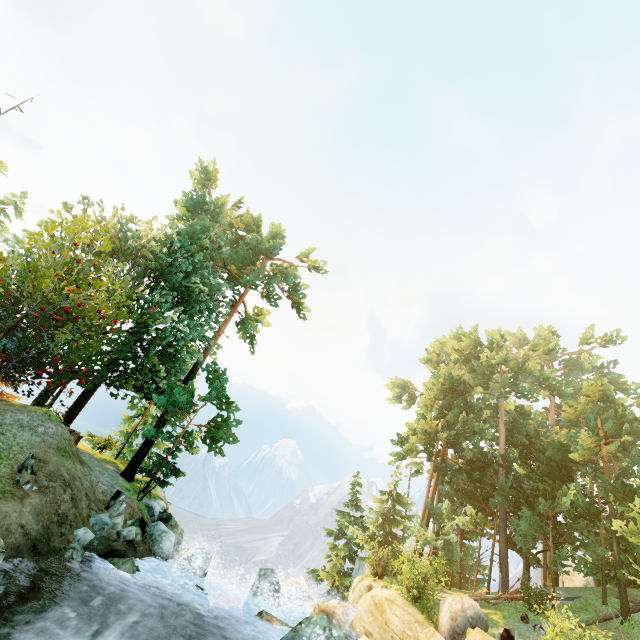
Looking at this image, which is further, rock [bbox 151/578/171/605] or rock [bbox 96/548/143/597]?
rock [bbox 151/578/171/605]

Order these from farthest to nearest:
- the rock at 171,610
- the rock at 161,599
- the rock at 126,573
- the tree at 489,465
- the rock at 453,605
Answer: the tree at 489,465, the rock at 453,605, the rock at 161,599, the rock at 171,610, the rock at 126,573

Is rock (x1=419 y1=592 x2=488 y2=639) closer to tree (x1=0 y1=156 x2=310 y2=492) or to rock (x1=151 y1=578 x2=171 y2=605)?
rock (x1=151 y1=578 x2=171 y2=605)

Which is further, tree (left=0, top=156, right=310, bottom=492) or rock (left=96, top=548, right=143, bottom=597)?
tree (left=0, top=156, right=310, bottom=492)

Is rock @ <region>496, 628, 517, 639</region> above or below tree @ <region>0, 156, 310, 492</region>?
below

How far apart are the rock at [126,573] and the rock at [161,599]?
1.2m

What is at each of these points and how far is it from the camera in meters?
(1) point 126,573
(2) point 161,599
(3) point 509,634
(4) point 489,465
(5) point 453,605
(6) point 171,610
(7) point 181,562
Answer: (1) rock, 10.1 m
(2) rock, 11.6 m
(3) rock, 10.8 m
(4) tree, 26.6 m
(5) rock, 13.6 m
(6) rock, 11.0 m
(7) rock, 13.6 m

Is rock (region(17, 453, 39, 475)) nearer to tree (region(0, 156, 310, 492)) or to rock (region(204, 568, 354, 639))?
tree (region(0, 156, 310, 492))
